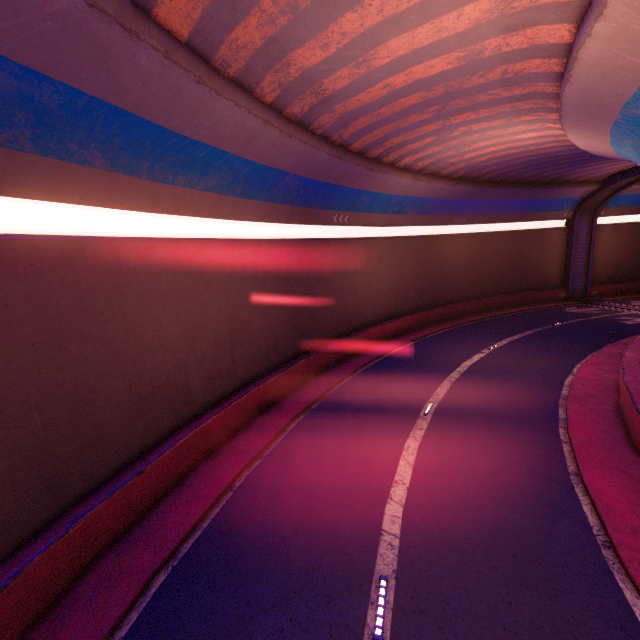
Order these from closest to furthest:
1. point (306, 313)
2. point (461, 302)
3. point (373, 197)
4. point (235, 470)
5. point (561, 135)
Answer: point (235, 470) → point (561, 135) → point (306, 313) → point (373, 197) → point (461, 302)
